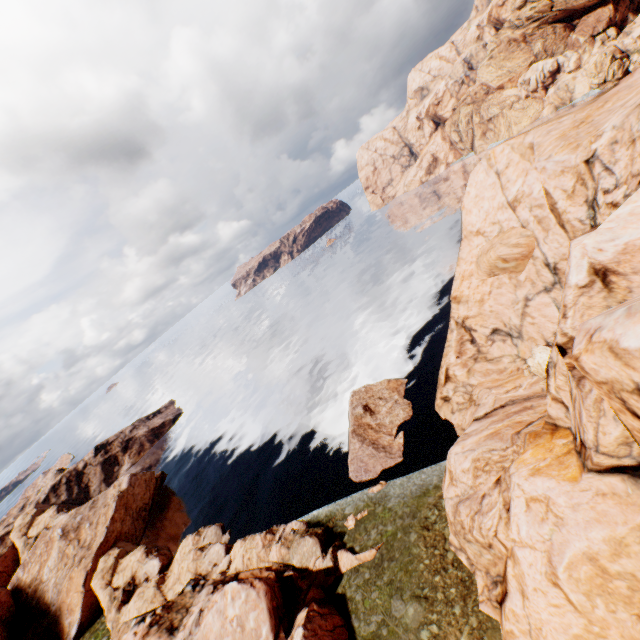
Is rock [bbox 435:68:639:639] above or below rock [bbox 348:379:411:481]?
above

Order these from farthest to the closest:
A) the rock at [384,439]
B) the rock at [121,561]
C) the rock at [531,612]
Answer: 1. the rock at [384,439]
2. the rock at [121,561]
3. the rock at [531,612]

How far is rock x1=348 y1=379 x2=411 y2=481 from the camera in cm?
3397

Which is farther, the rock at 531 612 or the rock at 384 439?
the rock at 384 439

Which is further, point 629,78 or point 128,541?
point 128,541

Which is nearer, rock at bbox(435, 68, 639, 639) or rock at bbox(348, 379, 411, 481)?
rock at bbox(435, 68, 639, 639)
